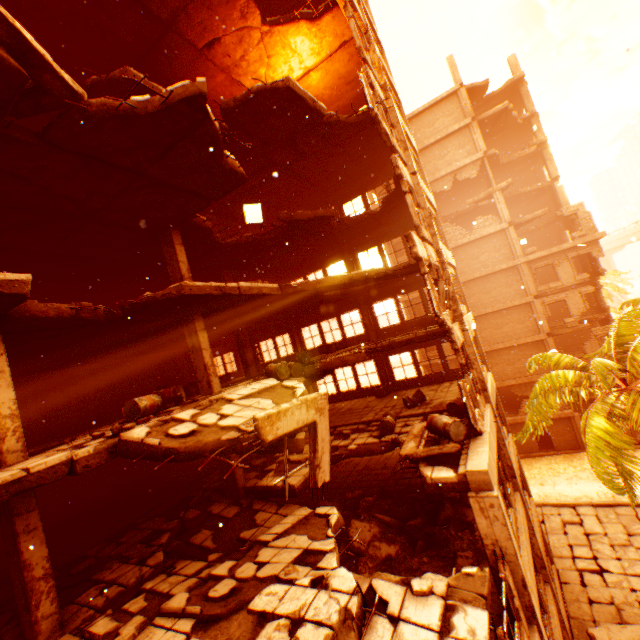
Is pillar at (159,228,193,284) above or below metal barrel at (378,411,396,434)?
above

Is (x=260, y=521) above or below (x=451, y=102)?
below

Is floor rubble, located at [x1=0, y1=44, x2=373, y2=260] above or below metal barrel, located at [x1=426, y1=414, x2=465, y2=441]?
above

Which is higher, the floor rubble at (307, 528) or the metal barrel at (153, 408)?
the metal barrel at (153, 408)

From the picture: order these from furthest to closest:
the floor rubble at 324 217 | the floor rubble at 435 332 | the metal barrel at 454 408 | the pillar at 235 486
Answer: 1. the floor rubble at 324 217
2. the floor rubble at 435 332
3. the metal barrel at 454 408
4. the pillar at 235 486

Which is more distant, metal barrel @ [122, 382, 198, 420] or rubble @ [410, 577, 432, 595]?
metal barrel @ [122, 382, 198, 420]

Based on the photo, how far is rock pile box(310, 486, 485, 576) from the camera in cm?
848

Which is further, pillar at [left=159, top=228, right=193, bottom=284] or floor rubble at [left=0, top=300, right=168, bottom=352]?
pillar at [left=159, top=228, right=193, bottom=284]
